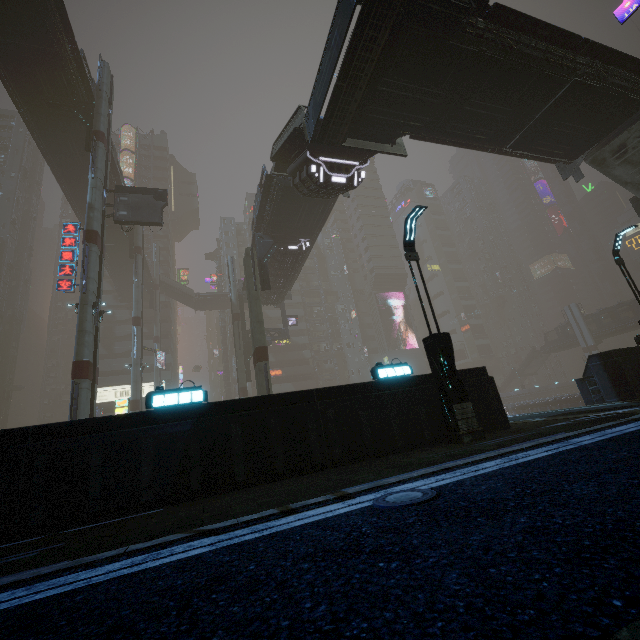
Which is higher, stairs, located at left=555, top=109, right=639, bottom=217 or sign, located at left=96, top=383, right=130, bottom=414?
stairs, located at left=555, top=109, right=639, bottom=217

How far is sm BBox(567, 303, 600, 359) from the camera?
56.56m

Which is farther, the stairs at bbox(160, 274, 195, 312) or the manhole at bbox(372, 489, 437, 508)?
the stairs at bbox(160, 274, 195, 312)

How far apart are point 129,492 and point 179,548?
3.91m

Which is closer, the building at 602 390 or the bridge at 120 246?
the building at 602 390

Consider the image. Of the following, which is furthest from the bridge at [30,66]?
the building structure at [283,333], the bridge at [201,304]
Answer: the bridge at [201,304]

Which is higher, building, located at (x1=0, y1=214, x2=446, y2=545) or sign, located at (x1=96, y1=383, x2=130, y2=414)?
sign, located at (x1=96, y1=383, x2=130, y2=414)

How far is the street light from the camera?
8.5m
